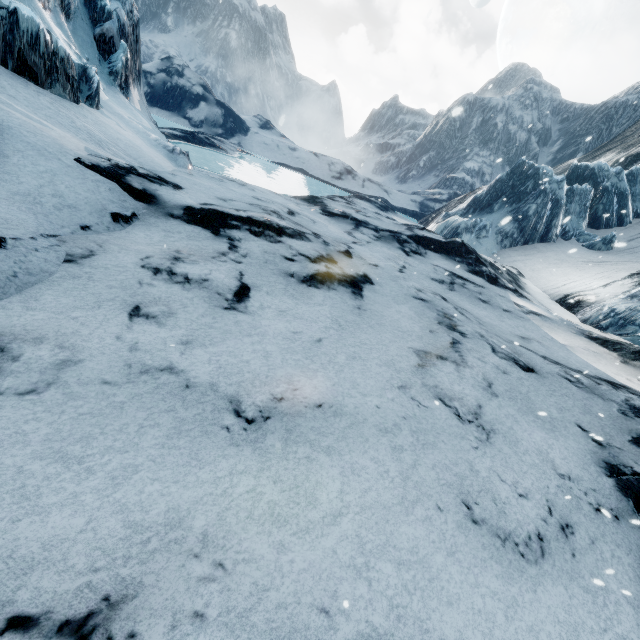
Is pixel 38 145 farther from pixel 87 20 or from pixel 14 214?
pixel 87 20
